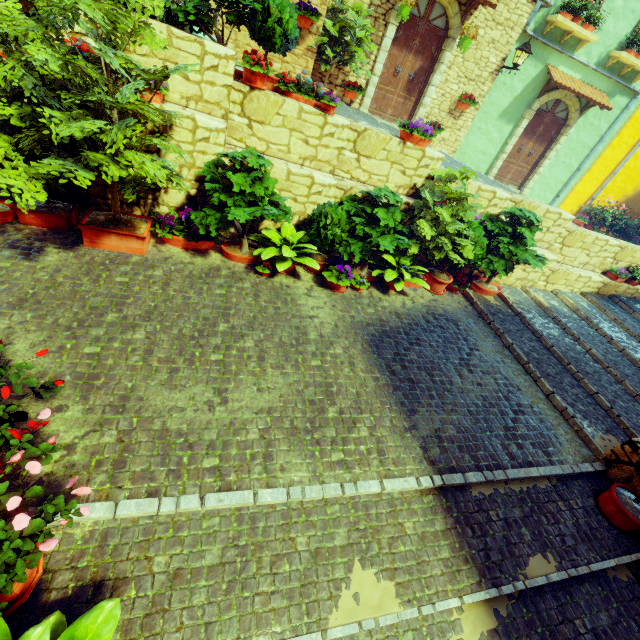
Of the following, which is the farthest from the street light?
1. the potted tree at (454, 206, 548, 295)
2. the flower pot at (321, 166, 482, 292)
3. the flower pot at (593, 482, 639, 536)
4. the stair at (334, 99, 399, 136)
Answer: the flower pot at (593, 482, 639, 536)

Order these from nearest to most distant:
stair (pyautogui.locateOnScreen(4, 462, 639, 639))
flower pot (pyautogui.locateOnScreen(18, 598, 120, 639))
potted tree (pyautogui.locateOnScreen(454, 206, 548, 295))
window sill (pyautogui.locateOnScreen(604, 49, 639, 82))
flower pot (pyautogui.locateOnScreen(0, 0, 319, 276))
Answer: flower pot (pyautogui.locateOnScreen(18, 598, 120, 639))
stair (pyautogui.locateOnScreen(4, 462, 639, 639))
flower pot (pyautogui.locateOnScreen(0, 0, 319, 276))
potted tree (pyautogui.locateOnScreen(454, 206, 548, 295))
window sill (pyautogui.locateOnScreen(604, 49, 639, 82))

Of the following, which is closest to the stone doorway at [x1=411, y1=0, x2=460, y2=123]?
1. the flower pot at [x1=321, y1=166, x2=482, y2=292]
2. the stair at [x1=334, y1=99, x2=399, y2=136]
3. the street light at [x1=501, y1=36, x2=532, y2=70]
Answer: the stair at [x1=334, y1=99, x2=399, y2=136]

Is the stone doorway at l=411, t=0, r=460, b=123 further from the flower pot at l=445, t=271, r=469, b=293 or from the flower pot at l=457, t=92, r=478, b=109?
the flower pot at l=445, t=271, r=469, b=293

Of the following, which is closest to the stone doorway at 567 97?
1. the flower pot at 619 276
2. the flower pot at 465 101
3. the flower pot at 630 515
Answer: the flower pot at 465 101

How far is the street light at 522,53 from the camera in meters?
8.7

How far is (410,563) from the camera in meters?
3.0 m

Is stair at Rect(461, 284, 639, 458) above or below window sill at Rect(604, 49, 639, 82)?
below
